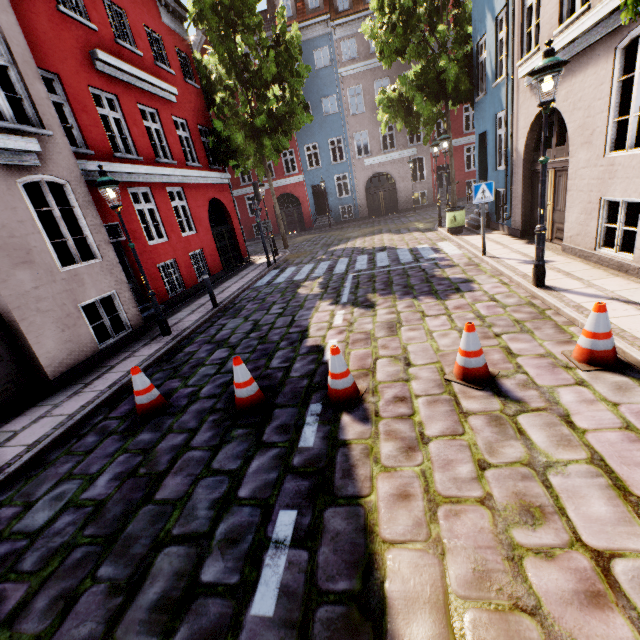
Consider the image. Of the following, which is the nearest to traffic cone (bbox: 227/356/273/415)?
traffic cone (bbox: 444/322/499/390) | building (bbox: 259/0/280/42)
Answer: traffic cone (bbox: 444/322/499/390)

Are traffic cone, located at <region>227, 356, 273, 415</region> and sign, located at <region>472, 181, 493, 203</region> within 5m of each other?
no

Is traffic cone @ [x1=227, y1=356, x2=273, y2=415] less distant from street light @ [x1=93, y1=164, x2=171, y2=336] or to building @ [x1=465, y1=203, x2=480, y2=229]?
street light @ [x1=93, y1=164, x2=171, y2=336]

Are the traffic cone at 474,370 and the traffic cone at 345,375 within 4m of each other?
yes

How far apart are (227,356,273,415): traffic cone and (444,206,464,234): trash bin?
11.02m

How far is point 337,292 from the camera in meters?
8.9 m

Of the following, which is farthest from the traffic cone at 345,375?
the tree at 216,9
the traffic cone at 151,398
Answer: the tree at 216,9

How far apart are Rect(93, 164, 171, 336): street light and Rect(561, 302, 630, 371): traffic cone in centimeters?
786cm
